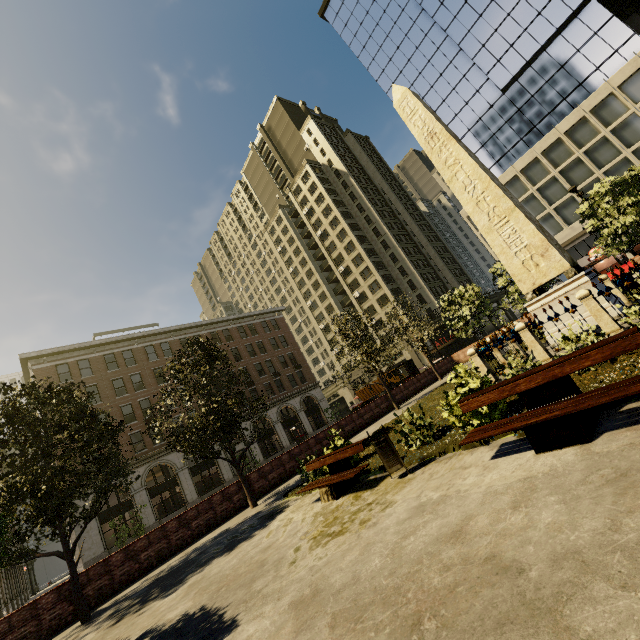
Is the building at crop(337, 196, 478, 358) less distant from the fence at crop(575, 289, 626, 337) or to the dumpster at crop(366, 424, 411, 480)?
the fence at crop(575, 289, 626, 337)

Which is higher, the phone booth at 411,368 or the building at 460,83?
the building at 460,83

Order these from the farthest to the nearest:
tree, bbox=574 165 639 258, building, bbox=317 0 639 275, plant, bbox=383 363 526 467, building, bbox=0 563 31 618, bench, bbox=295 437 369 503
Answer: building, bbox=317 0 639 275
building, bbox=0 563 31 618
tree, bbox=574 165 639 258
bench, bbox=295 437 369 503
plant, bbox=383 363 526 467

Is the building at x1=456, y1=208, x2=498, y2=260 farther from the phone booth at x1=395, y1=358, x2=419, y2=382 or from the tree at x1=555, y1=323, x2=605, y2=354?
the tree at x1=555, y1=323, x2=605, y2=354

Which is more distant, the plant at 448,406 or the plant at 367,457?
the plant at 367,457

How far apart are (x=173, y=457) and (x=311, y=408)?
18.6m

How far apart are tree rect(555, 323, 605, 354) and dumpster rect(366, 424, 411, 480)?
3.5 meters

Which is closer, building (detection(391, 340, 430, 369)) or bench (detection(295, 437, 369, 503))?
bench (detection(295, 437, 369, 503))
